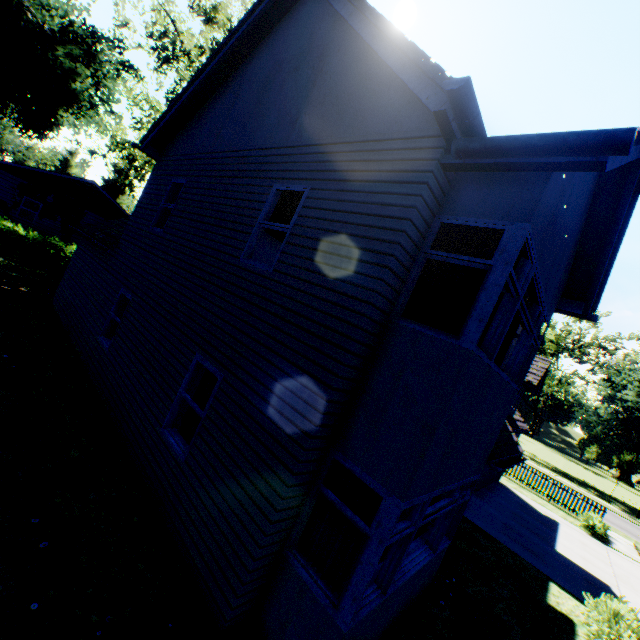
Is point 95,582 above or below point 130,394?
below

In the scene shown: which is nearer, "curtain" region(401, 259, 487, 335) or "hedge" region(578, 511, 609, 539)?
"curtain" region(401, 259, 487, 335)

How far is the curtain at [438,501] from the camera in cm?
622

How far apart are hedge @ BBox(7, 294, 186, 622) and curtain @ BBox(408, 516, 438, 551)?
4.25m

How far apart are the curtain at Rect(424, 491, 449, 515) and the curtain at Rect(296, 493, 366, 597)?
1.86m

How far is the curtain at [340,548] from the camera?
4.1m

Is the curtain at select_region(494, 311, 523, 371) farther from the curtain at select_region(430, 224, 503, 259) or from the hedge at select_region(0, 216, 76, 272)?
the hedge at select_region(0, 216, 76, 272)

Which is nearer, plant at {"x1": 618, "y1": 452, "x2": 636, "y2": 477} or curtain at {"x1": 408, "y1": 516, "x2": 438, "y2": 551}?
curtain at {"x1": 408, "y1": 516, "x2": 438, "y2": 551}
